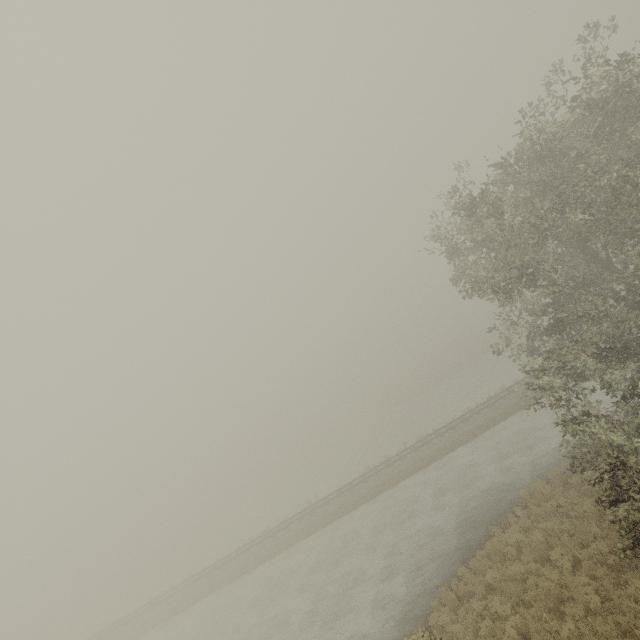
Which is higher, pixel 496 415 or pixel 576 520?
pixel 496 415
